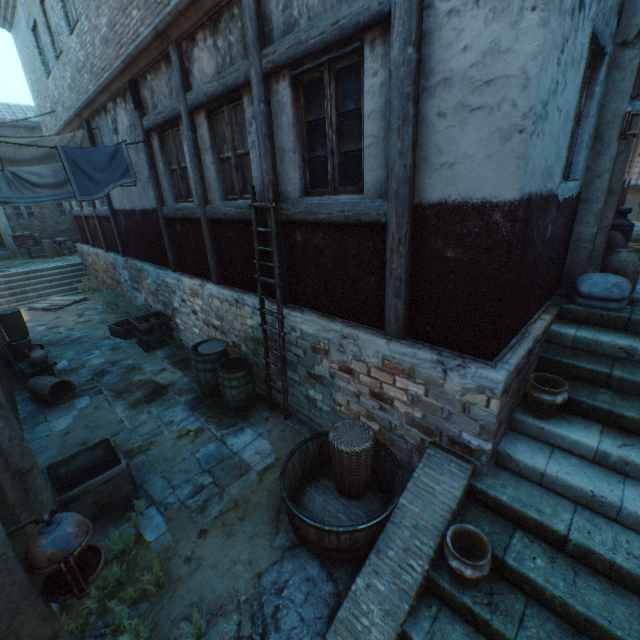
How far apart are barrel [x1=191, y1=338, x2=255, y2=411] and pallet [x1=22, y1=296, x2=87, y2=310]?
10.1 meters

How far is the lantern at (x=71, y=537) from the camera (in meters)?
1.45

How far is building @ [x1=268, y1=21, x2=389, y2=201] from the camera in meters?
3.0 m

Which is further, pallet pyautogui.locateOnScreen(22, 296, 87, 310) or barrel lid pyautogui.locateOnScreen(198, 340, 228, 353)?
pallet pyautogui.locateOnScreen(22, 296, 87, 310)

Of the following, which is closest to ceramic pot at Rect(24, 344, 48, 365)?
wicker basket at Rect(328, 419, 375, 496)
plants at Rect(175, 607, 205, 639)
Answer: plants at Rect(175, 607, 205, 639)

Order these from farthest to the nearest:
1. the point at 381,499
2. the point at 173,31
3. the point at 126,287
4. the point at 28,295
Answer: the point at 28,295
the point at 126,287
the point at 173,31
the point at 381,499

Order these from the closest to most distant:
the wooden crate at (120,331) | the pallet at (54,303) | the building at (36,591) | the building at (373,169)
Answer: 1. the building at (36,591)
2. the building at (373,169)
3. the wooden crate at (120,331)
4. the pallet at (54,303)

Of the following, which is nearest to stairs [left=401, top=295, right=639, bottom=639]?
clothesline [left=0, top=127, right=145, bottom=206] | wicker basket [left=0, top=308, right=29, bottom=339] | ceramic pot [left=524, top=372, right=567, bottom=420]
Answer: ceramic pot [left=524, top=372, right=567, bottom=420]
